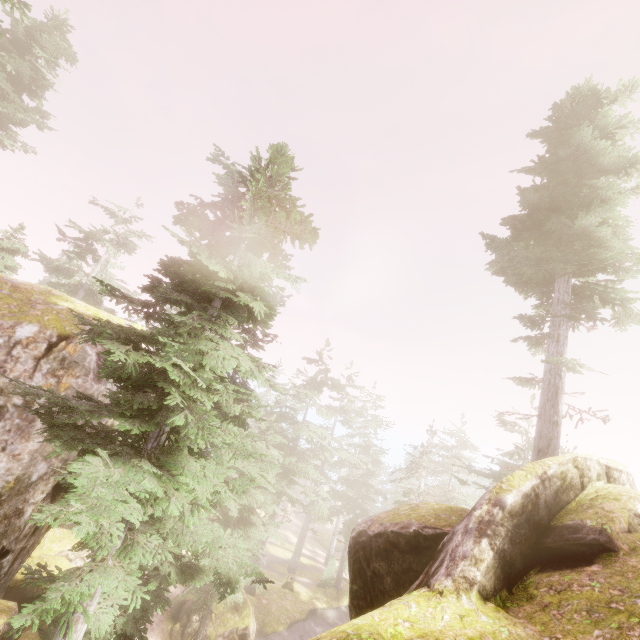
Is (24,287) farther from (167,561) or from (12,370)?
(167,561)

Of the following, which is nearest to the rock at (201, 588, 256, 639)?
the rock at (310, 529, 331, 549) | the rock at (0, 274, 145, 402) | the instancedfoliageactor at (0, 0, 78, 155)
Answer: the instancedfoliageactor at (0, 0, 78, 155)

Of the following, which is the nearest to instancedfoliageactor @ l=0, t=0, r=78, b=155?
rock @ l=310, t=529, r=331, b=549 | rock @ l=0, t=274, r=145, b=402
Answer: rock @ l=0, t=274, r=145, b=402

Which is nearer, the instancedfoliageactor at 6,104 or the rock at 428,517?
the rock at 428,517

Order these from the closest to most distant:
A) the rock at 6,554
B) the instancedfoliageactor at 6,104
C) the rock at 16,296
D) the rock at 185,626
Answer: the rock at 6,554, the rock at 16,296, the rock at 185,626, the instancedfoliageactor at 6,104

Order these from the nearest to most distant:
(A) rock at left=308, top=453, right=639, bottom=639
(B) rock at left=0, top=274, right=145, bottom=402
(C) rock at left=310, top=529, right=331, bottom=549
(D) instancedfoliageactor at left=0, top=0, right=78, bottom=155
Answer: (A) rock at left=308, top=453, right=639, bottom=639
(B) rock at left=0, top=274, right=145, bottom=402
(D) instancedfoliageactor at left=0, top=0, right=78, bottom=155
(C) rock at left=310, top=529, right=331, bottom=549

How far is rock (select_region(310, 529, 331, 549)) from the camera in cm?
5299
